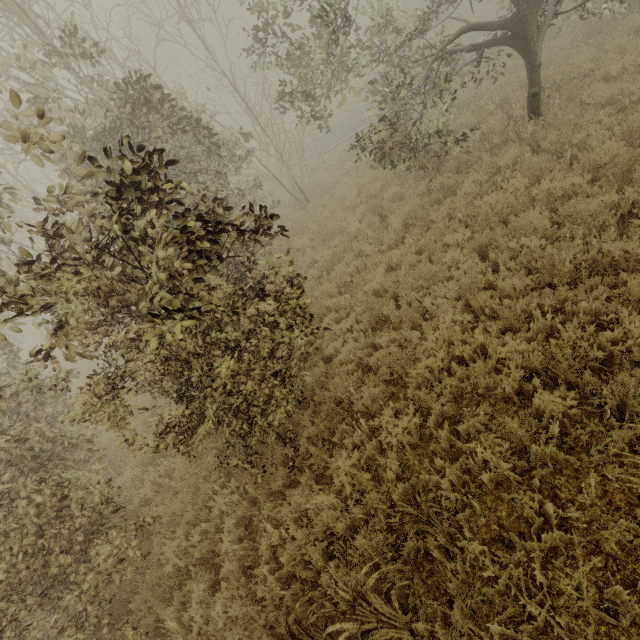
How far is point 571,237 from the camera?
5.7 meters
